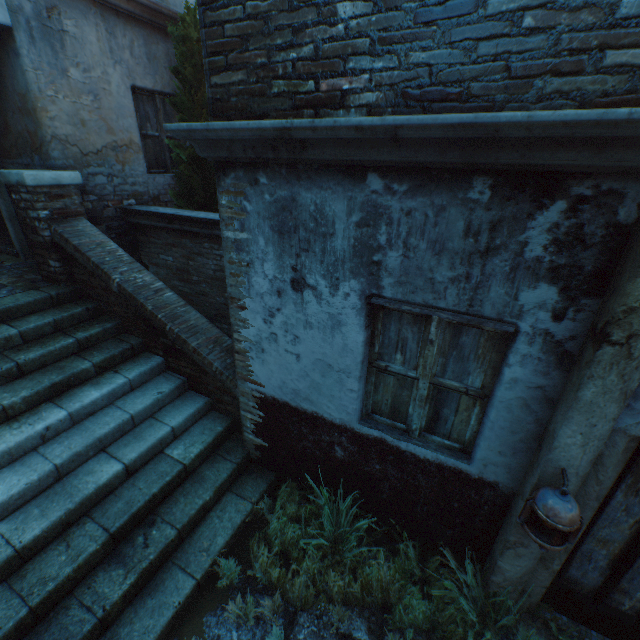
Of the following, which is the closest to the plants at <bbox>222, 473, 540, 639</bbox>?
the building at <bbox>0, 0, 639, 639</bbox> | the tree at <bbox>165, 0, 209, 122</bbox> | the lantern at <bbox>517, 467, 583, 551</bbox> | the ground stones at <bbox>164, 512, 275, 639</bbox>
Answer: the ground stones at <bbox>164, 512, 275, 639</bbox>

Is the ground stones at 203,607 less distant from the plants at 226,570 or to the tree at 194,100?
the plants at 226,570

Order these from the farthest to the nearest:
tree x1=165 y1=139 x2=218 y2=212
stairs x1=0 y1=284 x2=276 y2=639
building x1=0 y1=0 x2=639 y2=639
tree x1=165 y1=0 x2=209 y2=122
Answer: tree x1=165 y1=139 x2=218 y2=212
tree x1=165 y1=0 x2=209 y2=122
stairs x1=0 y1=284 x2=276 y2=639
building x1=0 y1=0 x2=639 y2=639

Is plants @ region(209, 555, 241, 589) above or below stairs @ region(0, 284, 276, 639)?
below

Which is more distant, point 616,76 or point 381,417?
point 381,417

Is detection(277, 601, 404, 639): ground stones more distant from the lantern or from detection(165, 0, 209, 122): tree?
detection(165, 0, 209, 122): tree

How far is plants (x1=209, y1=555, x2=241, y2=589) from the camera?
3.1m

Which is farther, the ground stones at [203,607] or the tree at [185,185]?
the tree at [185,185]
